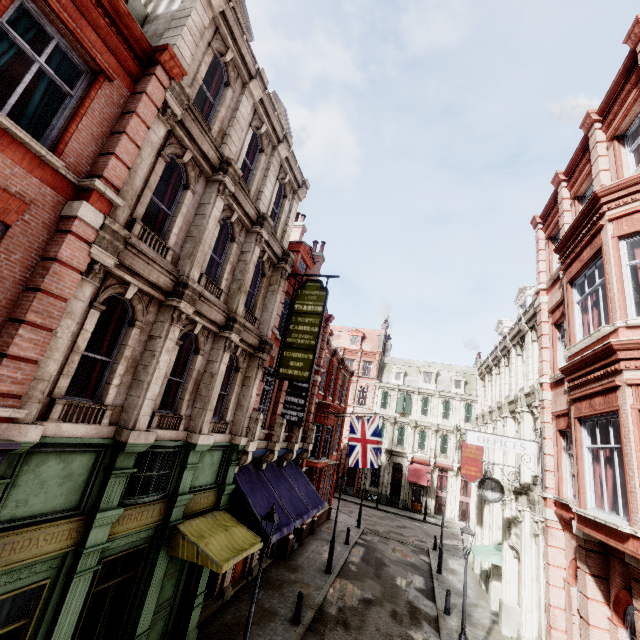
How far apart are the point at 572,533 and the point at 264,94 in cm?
1775

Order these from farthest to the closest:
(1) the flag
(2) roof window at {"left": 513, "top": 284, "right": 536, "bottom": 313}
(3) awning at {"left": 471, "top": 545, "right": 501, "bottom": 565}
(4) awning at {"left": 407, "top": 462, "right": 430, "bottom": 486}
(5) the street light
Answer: (4) awning at {"left": 407, "top": 462, "right": 430, "bottom": 486}, (1) the flag, (2) roof window at {"left": 513, "top": 284, "right": 536, "bottom": 313}, (3) awning at {"left": 471, "top": 545, "right": 501, "bottom": 565}, (5) the street light

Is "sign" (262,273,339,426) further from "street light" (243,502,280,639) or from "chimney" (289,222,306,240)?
"chimney" (289,222,306,240)

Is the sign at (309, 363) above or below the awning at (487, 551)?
above

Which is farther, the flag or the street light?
the flag

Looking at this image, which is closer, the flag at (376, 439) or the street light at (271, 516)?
the street light at (271, 516)

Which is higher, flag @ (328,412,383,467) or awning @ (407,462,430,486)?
flag @ (328,412,383,467)

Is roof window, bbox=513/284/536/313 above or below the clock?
above
